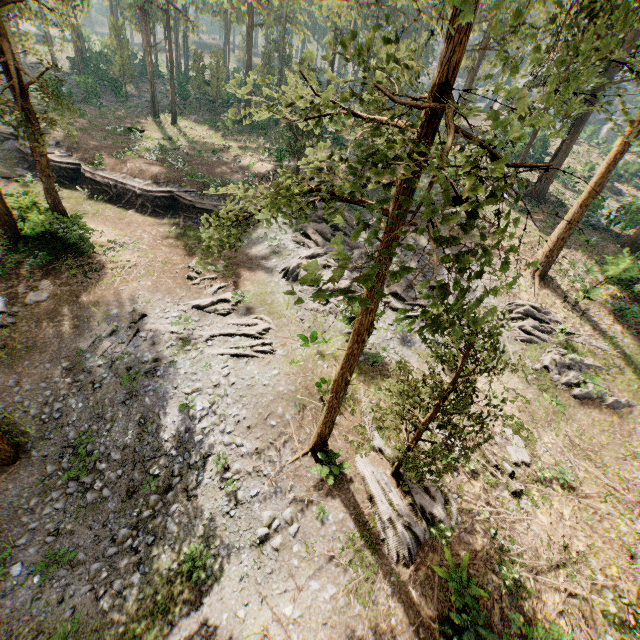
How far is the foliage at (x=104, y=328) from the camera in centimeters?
1738cm

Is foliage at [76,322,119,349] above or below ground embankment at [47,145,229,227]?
below

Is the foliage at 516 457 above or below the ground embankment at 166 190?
below

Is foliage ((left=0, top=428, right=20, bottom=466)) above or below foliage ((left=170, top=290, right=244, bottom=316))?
below

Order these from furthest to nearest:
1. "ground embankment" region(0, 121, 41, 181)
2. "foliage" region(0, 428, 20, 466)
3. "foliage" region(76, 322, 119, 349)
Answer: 1. "ground embankment" region(0, 121, 41, 181)
2. "foliage" region(76, 322, 119, 349)
3. "foliage" region(0, 428, 20, 466)

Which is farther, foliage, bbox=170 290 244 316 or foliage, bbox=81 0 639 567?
foliage, bbox=170 290 244 316

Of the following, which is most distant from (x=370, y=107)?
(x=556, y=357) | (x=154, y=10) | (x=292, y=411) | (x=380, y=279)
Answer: (x=154, y=10)
